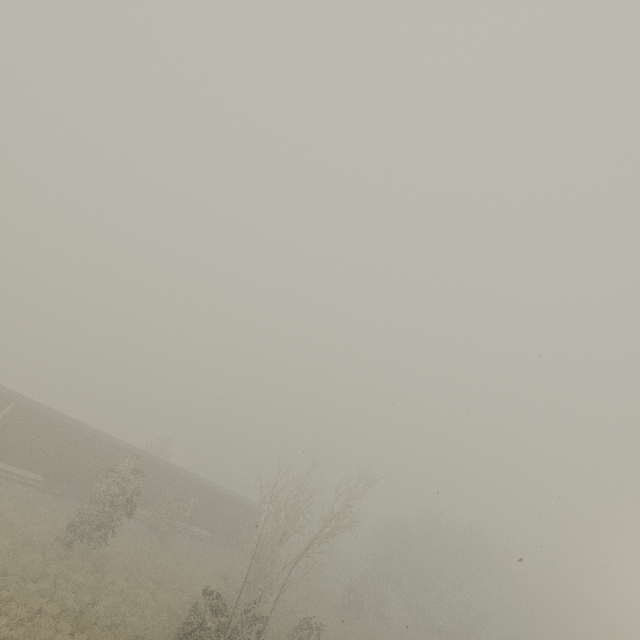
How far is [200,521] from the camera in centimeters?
3181cm
